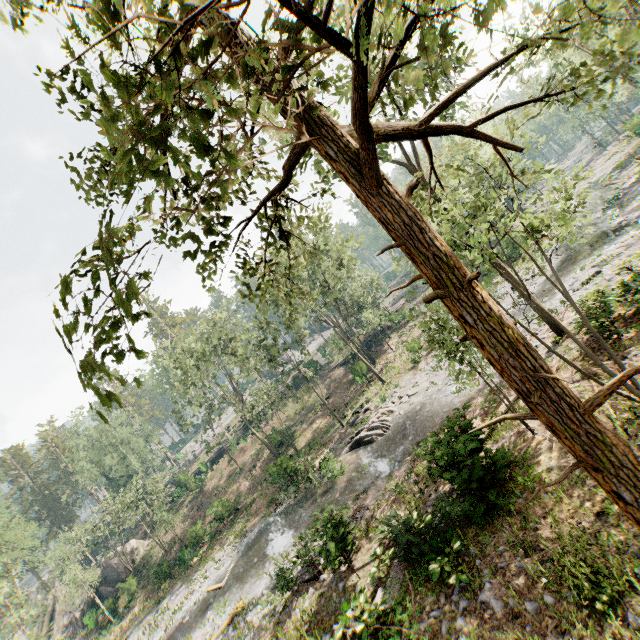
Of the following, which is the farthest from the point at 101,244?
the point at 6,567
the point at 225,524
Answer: the point at 6,567

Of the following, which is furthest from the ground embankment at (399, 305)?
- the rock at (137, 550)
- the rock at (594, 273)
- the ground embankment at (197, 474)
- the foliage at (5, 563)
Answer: the rock at (137, 550)

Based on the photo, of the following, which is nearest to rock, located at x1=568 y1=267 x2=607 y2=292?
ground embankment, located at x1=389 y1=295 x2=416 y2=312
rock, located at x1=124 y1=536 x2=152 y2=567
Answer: ground embankment, located at x1=389 y1=295 x2=416 y2=312

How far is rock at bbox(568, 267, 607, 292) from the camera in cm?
1805

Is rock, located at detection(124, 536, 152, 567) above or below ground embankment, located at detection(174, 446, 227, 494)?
below

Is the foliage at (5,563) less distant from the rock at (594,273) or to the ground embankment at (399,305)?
the ground embankment at (399,305)

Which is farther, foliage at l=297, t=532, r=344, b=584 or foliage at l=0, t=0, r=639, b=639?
foliage at l=297, t=532, r=344, b=584
